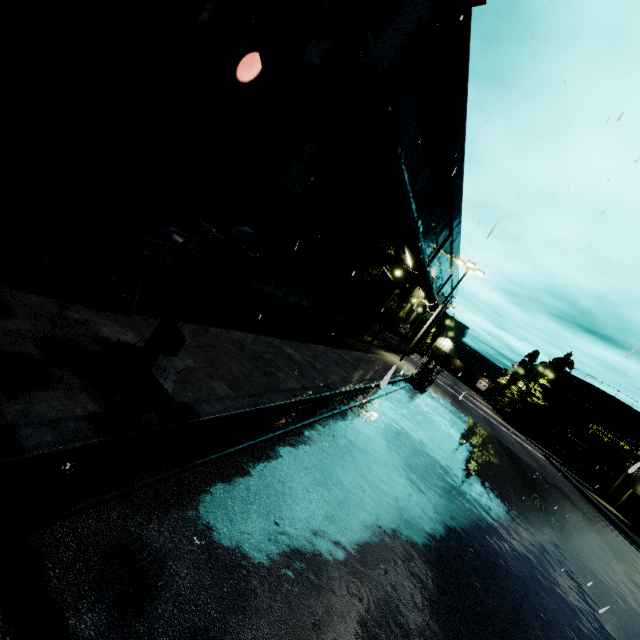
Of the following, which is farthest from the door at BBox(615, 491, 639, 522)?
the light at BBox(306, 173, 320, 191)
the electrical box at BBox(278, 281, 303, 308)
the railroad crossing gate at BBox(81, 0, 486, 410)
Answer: the light at BBox(306, 173, 320, 191)

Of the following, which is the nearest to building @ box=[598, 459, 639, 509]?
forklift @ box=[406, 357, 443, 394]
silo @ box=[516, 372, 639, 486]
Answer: silo @ box=[516, 372, 639, 486]

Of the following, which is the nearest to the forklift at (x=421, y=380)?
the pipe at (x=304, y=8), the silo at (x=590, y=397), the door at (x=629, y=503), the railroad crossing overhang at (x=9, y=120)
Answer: the pipe at (x=304, y=8)

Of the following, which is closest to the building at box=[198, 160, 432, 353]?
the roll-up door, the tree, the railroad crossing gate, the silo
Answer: the roll-up door

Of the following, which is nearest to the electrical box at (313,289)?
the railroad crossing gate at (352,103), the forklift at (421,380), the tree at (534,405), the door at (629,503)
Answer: the railroad crossing gate at (352,103)

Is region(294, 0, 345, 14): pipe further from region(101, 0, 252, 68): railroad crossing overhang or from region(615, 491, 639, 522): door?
region(615, 491, 639, 522): door

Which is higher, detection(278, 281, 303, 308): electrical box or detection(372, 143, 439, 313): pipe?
detection(372, 143, 439, 313): pipe

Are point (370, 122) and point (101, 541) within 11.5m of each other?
yes
